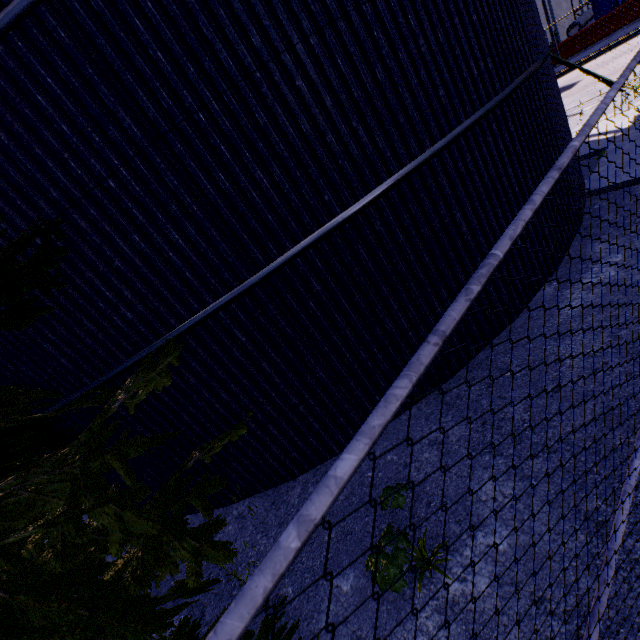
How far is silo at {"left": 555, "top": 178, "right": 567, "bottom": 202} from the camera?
5.6m

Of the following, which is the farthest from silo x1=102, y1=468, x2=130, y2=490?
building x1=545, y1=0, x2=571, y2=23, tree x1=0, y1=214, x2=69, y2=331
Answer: building x1=545, y1=0, x2=571, y2=23

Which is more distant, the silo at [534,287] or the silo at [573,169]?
the silo at [573,169]

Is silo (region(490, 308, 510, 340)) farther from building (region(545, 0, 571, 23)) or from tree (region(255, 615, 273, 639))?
building (region(545, 0, 571, 23))

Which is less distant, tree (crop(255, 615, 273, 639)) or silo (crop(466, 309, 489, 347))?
tree (crop(255, 615, 273, 639))

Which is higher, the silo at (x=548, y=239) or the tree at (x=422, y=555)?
the silo at (x=548, y=239)

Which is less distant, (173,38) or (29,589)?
(29,589)
